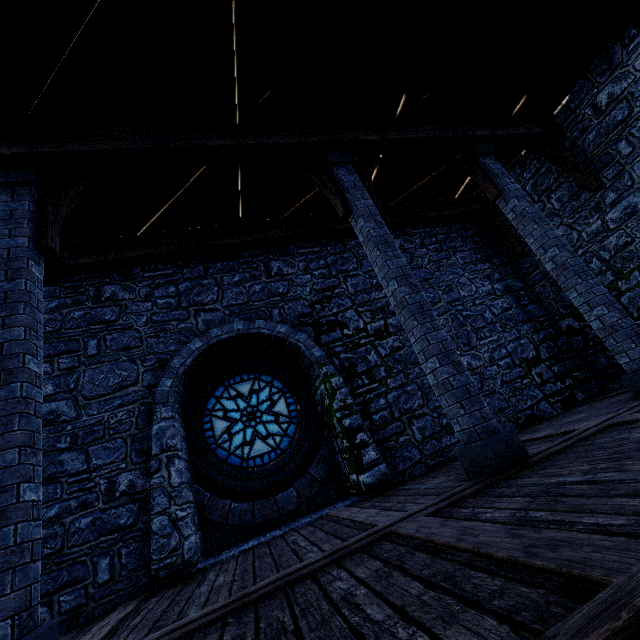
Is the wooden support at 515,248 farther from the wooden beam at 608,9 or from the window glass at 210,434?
the window glass at 210,434

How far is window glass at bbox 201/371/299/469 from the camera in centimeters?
665cm

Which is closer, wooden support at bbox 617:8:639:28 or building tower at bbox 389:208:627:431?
wooden support at bbox 617:8:639:28

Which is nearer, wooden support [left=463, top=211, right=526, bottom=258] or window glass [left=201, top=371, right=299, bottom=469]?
window glass [left=201, top=371, right=299, bottom=469]

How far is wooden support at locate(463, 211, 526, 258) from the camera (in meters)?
8.69

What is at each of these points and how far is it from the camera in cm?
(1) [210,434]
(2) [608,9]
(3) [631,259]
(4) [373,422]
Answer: (1) window glass, 671
(2) wooden beam, 508
(3) building tower, 668
(4) building tower, 632

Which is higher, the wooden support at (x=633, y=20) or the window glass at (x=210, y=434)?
the wooden support at (x=633, y=20)

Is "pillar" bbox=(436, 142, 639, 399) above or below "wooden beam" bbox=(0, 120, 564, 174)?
below
